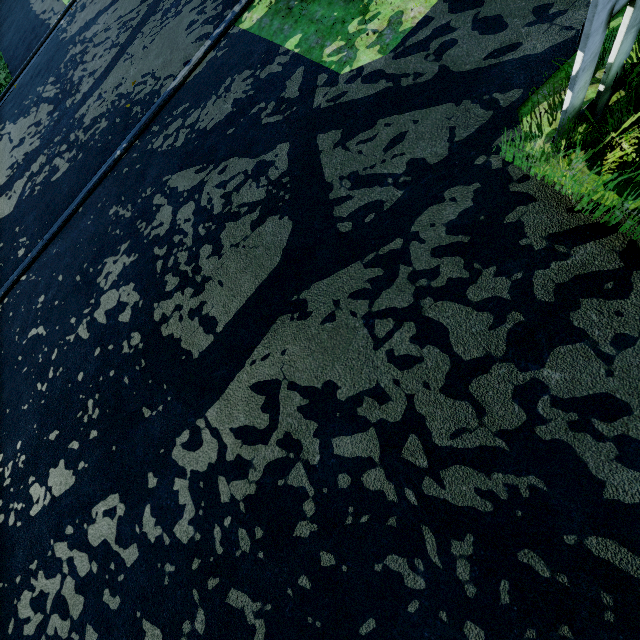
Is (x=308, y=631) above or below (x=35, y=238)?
above
